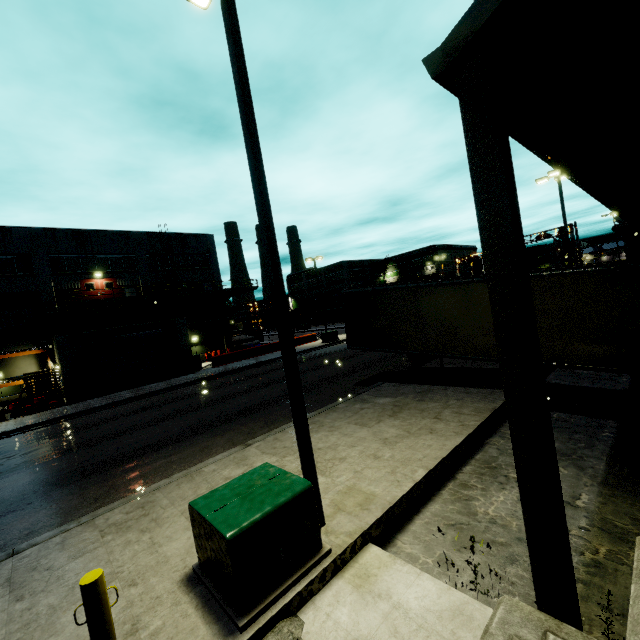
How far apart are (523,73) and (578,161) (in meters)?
3.66

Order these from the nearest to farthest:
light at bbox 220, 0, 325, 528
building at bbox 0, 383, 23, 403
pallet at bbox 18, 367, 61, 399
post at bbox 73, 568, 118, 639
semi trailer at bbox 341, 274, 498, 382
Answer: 1. post at bbox 73, 568, 118, 639
2. light at bbox 220, 0, 325, 528
3. semi trailer at bbox 341, 274, 498, 382
4. pallet at bbox 18, 367, 61, 399
5. building at bbox 0, 383, 23, 403

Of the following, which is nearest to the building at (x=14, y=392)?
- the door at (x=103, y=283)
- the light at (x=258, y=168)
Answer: the door at (x=103, y=283)

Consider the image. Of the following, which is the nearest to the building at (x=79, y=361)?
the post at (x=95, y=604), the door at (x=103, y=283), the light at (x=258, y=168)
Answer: the door at (x=103, y=283)

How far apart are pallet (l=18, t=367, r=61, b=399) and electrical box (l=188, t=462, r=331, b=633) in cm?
2542

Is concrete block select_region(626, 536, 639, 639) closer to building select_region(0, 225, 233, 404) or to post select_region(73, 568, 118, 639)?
building select_region(0, 225, 233, 404)

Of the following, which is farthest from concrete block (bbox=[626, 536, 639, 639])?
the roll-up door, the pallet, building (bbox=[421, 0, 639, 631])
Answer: the pallet

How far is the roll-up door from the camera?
24.2 meters
